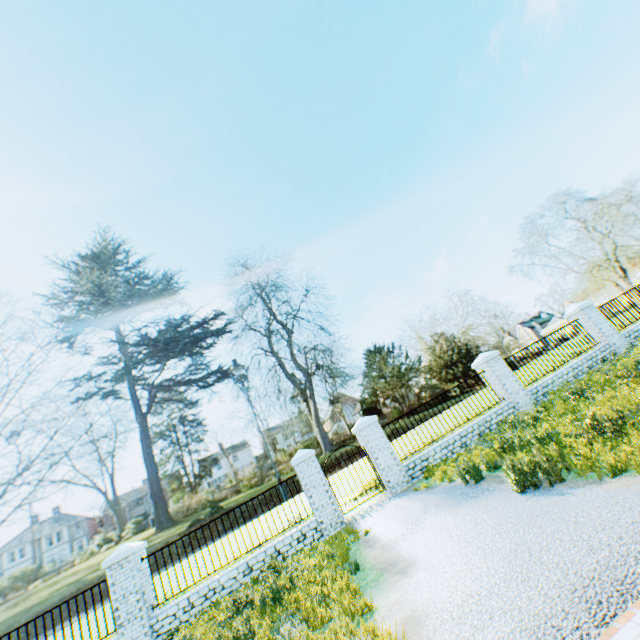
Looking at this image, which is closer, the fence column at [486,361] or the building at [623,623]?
the building at [623,623]

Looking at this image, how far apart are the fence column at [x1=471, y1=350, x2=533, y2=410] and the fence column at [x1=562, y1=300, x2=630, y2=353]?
4.6m

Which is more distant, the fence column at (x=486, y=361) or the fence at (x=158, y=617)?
the fence column at (x=486, y=361)

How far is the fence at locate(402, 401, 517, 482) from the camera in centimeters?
1046cm

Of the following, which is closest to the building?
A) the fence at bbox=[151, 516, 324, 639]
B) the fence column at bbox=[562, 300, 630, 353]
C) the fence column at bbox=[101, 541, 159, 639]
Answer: the fence at bbox=[151, 516, 324, 639]

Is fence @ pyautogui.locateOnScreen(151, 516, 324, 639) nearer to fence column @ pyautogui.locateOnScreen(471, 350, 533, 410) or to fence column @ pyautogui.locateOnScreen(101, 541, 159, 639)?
fence column @ pyautogui.locateOnScreen(101, 541, 159, 639)

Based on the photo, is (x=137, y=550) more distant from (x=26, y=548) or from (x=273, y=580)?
(x=26, y=548)

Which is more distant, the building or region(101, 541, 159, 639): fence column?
region(101, 541, 159, 639): fence column
